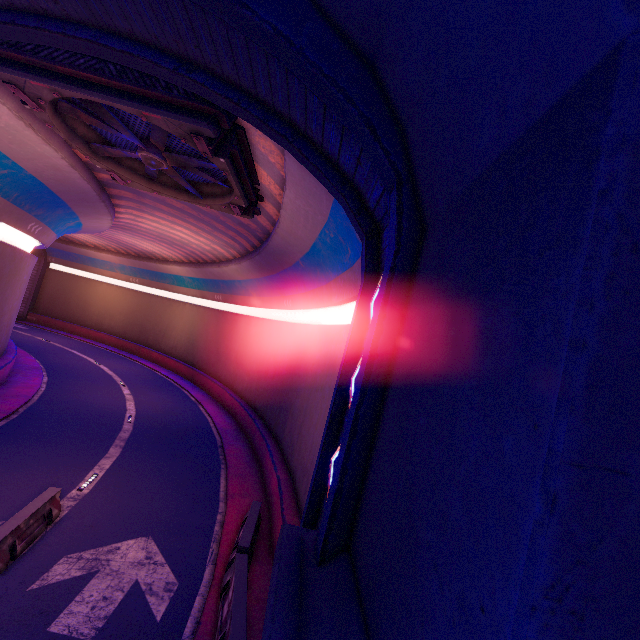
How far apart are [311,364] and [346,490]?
10.8 meters

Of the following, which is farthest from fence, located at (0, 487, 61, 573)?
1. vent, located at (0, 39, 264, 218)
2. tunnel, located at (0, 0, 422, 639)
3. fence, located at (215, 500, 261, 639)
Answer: vent, located at (0, 39, 264, 218)

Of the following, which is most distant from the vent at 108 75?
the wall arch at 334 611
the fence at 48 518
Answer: the fence at 48 518

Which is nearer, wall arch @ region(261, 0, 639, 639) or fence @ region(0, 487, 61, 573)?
wall arch @ region(261, 0, 639, 639)

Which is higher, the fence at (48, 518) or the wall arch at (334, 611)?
the wall arch at (334, 611)

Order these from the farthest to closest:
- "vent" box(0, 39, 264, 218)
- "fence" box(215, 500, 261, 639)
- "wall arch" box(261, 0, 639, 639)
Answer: "vent" box(0, 39, 264, 218) < "fence" box(215, 500, 261, 639) < "wall arch" box(261, 0, 639, 639)

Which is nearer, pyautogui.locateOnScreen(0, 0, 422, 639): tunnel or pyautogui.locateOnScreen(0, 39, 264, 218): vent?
pyautogui.locateOnScreen(0, 0, 422, 639): tunnel

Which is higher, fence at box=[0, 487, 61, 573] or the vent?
the vent
